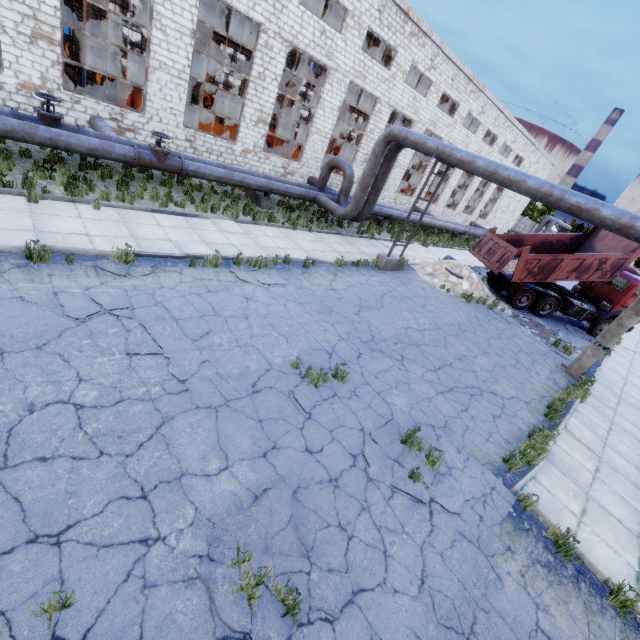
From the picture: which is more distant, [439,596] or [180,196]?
[180,196]

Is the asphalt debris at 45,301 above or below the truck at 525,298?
below

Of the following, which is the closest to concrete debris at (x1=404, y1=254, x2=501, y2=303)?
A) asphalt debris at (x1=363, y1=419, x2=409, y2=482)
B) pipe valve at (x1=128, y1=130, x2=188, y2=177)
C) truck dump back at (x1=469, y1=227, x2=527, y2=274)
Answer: truck dump back at (x1=469, y1=227, x2=527, y2=274)

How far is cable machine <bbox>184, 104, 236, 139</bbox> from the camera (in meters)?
17.77

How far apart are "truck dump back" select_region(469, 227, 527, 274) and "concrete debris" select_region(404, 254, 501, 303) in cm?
62

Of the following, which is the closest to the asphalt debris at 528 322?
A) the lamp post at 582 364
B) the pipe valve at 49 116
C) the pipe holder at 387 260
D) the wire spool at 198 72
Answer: the lamp post at 582 364

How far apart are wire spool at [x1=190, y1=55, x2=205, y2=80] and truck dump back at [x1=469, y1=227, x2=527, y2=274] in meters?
19.1

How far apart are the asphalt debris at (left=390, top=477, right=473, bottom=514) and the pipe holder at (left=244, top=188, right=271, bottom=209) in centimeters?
1236cm
